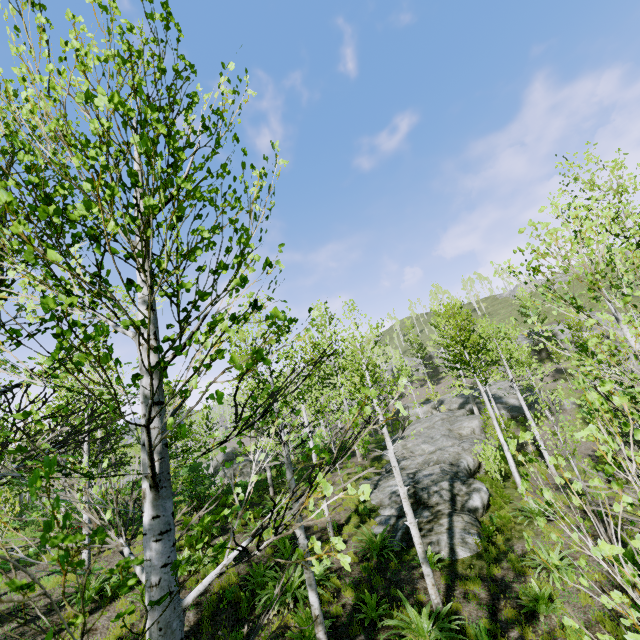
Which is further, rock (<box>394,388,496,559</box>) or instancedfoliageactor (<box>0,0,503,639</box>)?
rock (<box>394,388,496,559</box>)

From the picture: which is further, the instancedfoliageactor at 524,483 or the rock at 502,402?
the rock at 502,402

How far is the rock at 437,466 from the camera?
10.7m

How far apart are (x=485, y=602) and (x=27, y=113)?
11.68m

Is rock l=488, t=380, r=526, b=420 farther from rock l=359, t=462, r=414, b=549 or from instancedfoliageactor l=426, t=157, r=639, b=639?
rock l=359, t=462, r=414, b=549

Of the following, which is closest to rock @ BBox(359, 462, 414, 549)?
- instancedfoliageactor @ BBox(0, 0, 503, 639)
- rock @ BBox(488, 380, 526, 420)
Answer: instancedfoliageactor @ BBox(0, 0, 503, 639)

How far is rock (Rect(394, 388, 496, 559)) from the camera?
10.66m
